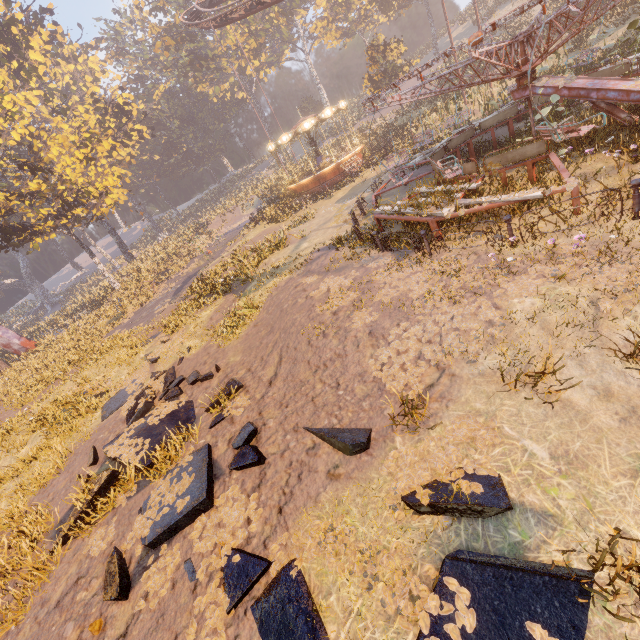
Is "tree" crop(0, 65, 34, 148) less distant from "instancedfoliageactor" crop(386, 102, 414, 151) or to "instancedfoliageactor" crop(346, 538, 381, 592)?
"instancedfoliageactor" crop(386, 102, 414, 151)

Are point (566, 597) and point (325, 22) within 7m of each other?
no

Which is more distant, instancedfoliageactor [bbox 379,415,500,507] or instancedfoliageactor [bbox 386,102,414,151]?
instancedfoliageactor [bbox 386,102,414,151]

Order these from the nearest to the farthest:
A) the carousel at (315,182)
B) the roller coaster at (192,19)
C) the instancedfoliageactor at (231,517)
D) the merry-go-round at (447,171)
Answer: the instancedfoliageactor at (231,517) < the merry-go-round at (447,171) < the carousel at (315,182) < the roller coaster at (192,19)

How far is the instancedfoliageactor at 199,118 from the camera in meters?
56.4 m

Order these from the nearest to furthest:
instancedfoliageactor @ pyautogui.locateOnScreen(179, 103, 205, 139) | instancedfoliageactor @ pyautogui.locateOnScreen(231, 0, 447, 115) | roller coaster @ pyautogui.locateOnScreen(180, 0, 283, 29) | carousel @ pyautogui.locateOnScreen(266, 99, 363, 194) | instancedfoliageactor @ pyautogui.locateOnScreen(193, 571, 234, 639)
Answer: instancedfoliageactor @ pyautogui.locateOnScreen(193, 571, 234, 639), carousel @ pyautogui.locateOnScreen(266, 99, 363, 194), roller coaster @ pyautogui.locateOnScreen(180, 0, 283, 29), instancedfoliageactor @ pyautogui.locateOnScreen(231, 0, 447, 115), instancedfoliageactor @ pyautogui.locateOnScreen(179, 103, 205, 139)

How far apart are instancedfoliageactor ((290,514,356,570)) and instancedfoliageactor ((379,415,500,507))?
0.3m
